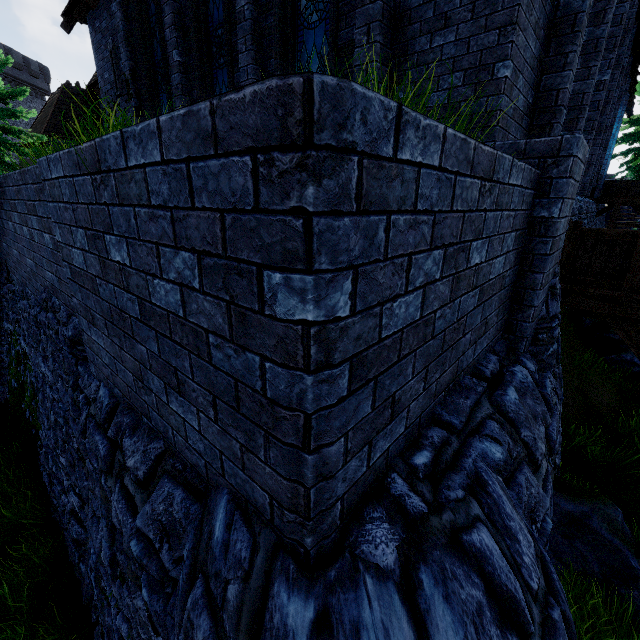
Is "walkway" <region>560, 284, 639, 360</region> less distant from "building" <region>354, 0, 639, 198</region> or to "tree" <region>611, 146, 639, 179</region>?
"building" <region>354, 0, 639, 198</region>

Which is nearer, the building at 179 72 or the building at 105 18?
the building at 179 72

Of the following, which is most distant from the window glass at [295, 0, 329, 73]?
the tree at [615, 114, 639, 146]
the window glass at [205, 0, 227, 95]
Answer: the tree at [615, 114, 639, 146]

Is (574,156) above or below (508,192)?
above

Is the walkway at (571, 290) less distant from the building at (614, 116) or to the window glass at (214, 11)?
the building at (614, 116)

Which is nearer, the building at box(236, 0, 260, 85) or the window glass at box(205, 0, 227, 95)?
the building at box(236, 0, 260, 85)

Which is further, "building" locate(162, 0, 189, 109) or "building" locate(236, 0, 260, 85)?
"building" locate(162, 0, 189, 109)

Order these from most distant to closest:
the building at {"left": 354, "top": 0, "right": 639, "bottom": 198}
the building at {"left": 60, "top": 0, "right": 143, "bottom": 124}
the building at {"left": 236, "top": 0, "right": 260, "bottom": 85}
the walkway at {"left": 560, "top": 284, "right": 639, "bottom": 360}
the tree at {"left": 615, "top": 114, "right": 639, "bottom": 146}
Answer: the tree at {"left": 615, "top": 114, "right": 639, "bottom": 146}
the building at {"left": 60, "top": 0, "right": 143, "bottom": 124}
the building at {"left": 236, "top": 0, "right": 260, "bottom": 85}
the walkway at {"left": 560, "top": 284, "right": 639, "bottom": 360}
the building at {"left": 354, "top": 0, "right": 639, "bottom": 198}
